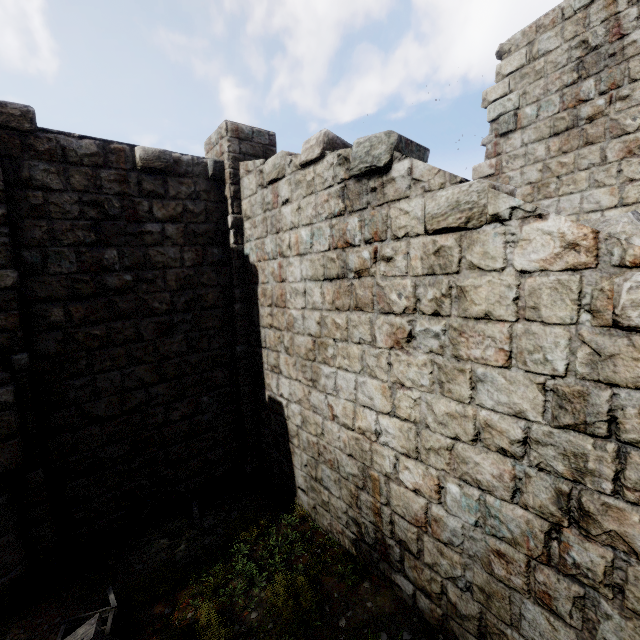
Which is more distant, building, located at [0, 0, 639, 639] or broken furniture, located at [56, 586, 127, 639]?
broken furniture, located at [56, 586, 127, 639]

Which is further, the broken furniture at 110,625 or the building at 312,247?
the broken furniture at 110,625

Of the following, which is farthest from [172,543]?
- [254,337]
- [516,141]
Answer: [516,141]
